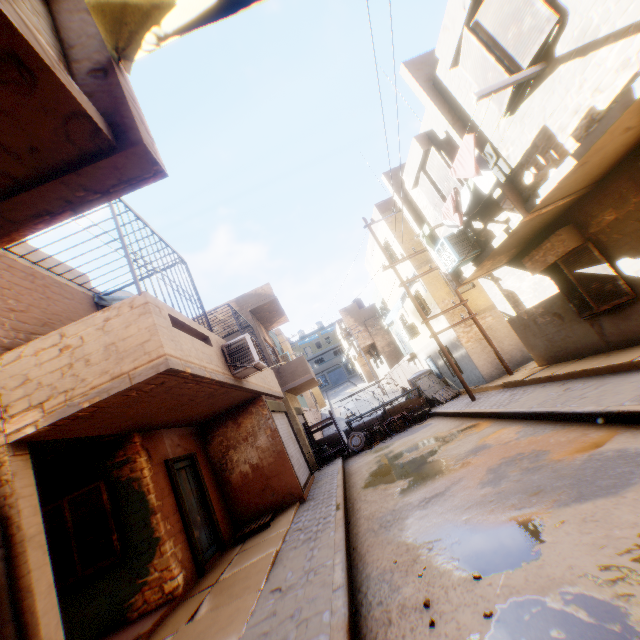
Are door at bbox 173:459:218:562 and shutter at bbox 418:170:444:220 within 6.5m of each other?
no

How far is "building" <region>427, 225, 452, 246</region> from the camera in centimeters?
979cm

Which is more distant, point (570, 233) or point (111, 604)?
point (570, 233)

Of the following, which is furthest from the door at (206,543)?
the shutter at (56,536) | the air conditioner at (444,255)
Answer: the air conditioner at (444,255)

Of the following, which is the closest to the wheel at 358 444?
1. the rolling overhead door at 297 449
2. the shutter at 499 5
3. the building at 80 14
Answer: the building at 80 14

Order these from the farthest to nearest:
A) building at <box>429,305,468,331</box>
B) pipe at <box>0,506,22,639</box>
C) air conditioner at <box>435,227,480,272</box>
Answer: building at <box>429,305,468,331</box>, air conditioner at <box>435,227,480,272</box>, pipe at <box>0,506,22,639</box>

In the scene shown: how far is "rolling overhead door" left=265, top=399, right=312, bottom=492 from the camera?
10.6 meters

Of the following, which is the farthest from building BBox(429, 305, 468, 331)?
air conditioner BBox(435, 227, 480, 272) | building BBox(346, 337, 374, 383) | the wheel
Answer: building BBox(346, 337, 374, 383)
